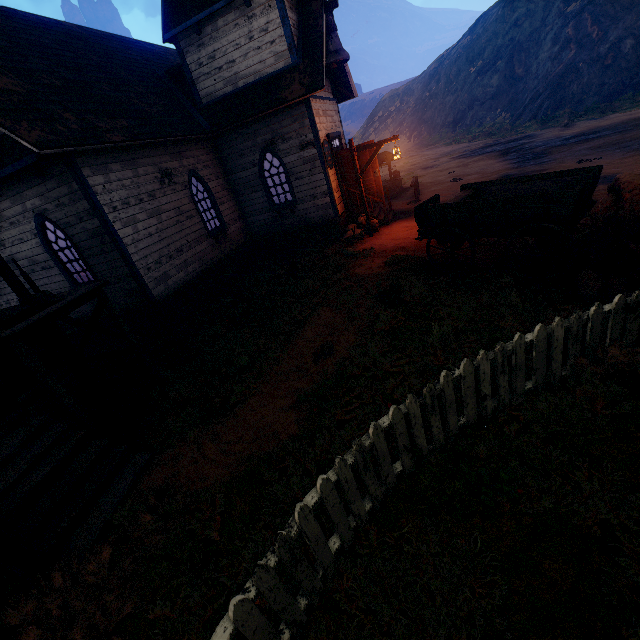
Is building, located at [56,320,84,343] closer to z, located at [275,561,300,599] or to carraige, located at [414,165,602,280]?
z, located at [275,561,300,599]

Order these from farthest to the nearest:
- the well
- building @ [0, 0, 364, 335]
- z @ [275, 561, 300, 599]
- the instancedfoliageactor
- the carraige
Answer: the well, building @ [0, 0, 364, 335], the carraige, the instancedfoliageactor, z @ [275, 561, 300, 599]

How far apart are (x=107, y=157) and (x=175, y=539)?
8.87m

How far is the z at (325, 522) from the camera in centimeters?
329cm

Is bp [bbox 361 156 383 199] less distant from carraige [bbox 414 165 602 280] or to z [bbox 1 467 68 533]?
z [bbox 1 467 68 533]

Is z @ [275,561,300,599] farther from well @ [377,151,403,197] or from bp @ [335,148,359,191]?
bp @ [335,148,359,191]

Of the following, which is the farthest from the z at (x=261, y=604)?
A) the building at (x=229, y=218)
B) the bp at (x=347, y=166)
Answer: the bp at (x=347, y=166)

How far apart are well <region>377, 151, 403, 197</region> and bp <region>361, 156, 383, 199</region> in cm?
490
